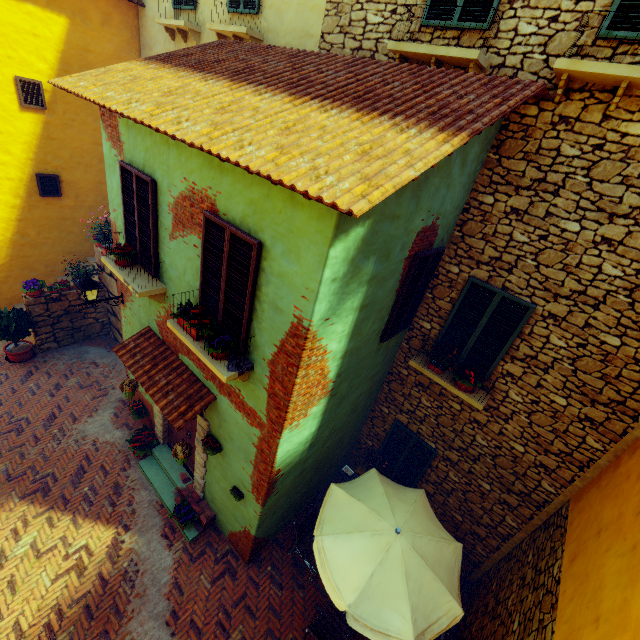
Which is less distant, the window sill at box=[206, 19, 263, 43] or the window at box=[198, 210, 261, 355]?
the window at box=[198, 210, 261, 355]

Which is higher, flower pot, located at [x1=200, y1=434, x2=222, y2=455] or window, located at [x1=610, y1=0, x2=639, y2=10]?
window, located at [x1=610, y1=0, x2=639, y2=10]

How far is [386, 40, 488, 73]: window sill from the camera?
4.5m

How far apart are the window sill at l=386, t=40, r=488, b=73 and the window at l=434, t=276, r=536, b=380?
3.16m

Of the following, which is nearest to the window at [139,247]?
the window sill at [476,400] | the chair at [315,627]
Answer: the window sill at [476,400]

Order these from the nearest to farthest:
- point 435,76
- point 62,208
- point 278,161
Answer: point 278,161 → point 435,76 → point 62,208

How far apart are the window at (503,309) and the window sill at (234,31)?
7.0m

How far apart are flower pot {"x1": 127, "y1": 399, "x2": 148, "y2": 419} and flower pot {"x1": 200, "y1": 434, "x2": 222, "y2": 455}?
3.12m
